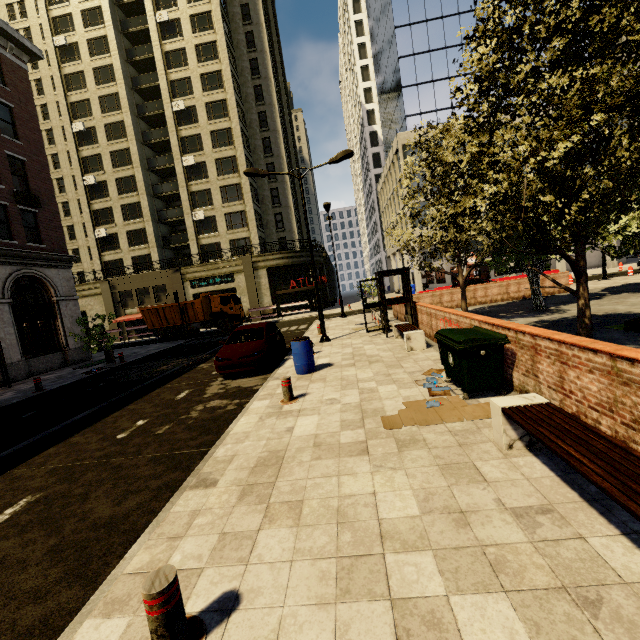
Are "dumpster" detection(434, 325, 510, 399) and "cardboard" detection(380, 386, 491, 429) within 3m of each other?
yes

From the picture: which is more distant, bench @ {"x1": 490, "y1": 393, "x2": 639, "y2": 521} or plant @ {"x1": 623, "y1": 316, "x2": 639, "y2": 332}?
plant @ {"x1": 623, "y1": 316, "x2": 639, "y2": 332}

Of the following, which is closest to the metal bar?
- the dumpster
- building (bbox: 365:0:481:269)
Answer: the dumpster

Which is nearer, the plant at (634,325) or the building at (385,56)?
the plant at (634,325)

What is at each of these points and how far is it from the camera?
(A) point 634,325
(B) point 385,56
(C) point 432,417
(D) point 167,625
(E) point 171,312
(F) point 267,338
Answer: (A) plant, 8.8m
(B) building, 39.7m
(C) cardboard, 5.3m
(D) metal bar, 2.2m
(E) truck, 27.0m
(F) car, 11.3m

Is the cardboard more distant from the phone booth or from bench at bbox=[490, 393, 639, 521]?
the phone booth

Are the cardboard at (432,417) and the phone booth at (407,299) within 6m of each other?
no

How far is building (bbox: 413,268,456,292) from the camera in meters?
34.5
